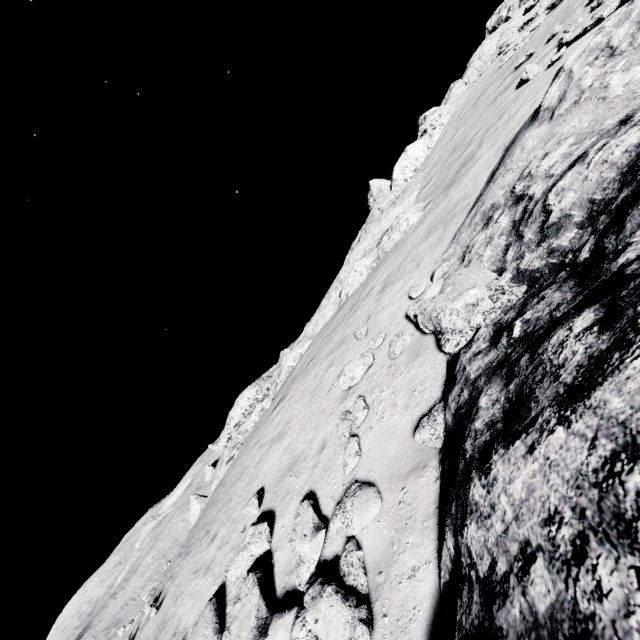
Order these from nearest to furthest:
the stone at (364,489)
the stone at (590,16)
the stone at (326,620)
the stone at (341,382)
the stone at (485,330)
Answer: the stone at (485,330) < the stone at (326,620) < the stone at (364,489) < the stone at (341,382) < the stone at (590,16)

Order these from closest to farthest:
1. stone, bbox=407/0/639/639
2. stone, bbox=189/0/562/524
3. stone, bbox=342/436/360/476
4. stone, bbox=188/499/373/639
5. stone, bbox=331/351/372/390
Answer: stone, bbox=407/0/639/639, stone, bbox=188/499/373/639, stone, bbox=342/436/360/476, stone, bbox=331/351/372/390, stone, bbox=189/0/562/524

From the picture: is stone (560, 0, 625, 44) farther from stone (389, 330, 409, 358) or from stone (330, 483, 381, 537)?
stone (389, 330, 409, 358)

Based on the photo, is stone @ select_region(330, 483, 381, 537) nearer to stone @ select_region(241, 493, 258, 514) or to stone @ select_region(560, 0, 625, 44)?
stone @ select_region(241, 493, 258, 514)

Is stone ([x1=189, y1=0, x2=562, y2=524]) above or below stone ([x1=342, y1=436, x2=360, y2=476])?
above

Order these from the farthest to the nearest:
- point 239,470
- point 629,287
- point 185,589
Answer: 1. point 239,470
2. point 185,589
3. point 629,287

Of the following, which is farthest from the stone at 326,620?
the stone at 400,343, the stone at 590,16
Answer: the stone at 590,16

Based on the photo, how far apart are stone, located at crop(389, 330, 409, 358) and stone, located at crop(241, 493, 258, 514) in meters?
4.9
